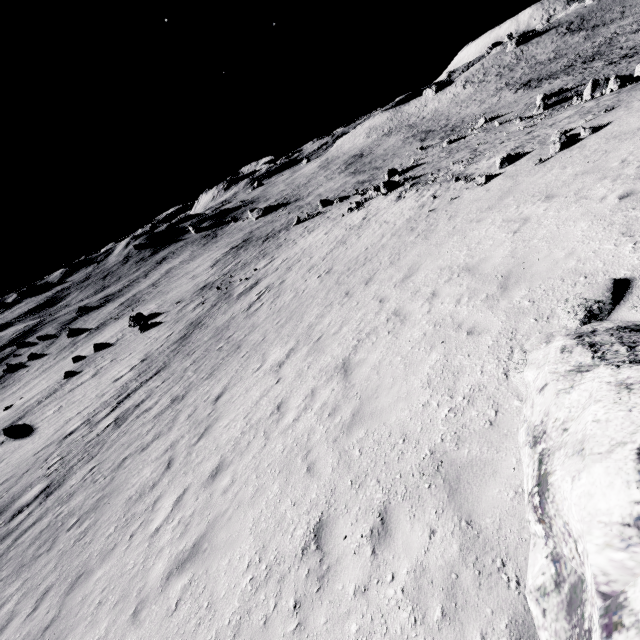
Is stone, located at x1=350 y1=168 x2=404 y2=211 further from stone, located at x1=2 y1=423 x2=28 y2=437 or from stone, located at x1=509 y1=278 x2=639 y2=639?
stone, located at x1=2 y1=423 x2=28 y2=437

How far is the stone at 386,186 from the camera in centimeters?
2984cm

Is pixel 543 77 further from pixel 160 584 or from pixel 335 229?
pixel 160 584

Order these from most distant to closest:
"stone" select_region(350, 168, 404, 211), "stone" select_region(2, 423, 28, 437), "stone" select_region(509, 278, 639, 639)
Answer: "stone" select_region(350, 168, 404, 211), "stone" select_region(2, 423, 28, 437), "stone" select_region(509, 278, 639, 639)

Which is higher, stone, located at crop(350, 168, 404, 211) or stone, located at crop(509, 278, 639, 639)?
stone, located at crop(509, 278, 639, 639)

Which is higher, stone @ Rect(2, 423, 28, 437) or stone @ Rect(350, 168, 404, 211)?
stone @ Rect(350, 168, 404, 211)

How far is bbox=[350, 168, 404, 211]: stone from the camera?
29.8 meters

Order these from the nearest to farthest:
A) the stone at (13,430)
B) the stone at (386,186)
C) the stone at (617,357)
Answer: the stone at (617,357), the stone at (13,430), the stone at (386,186)
